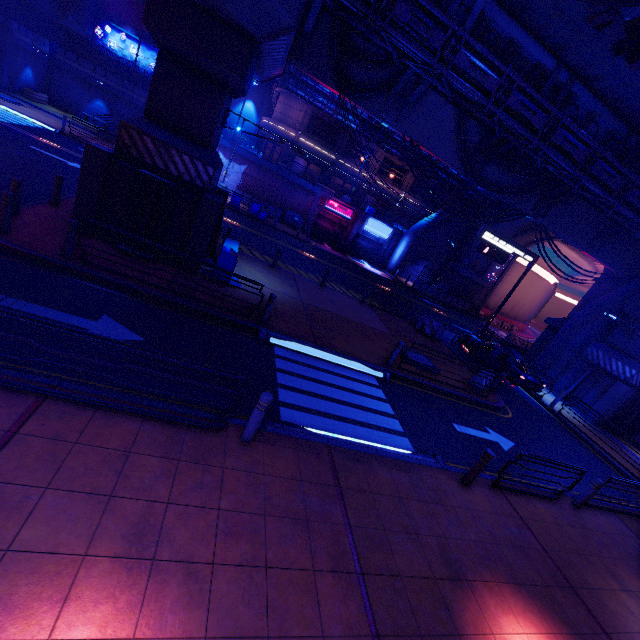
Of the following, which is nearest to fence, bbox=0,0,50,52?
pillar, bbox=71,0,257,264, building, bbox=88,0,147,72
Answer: building, bbox=88,0,147,72

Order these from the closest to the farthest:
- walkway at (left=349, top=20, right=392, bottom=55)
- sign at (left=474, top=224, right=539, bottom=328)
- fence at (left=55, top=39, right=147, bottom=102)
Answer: walkway at (left=349, top=20, right=392, bottom=55) < sign at (left=474, top=224, right=539, bottom=328) < fence at (left=55, top=39, right=147, bottom=102)

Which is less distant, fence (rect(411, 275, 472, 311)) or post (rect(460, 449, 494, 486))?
post (rect(460, 449, 494, 486))

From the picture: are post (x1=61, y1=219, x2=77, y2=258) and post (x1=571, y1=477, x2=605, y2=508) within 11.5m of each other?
no

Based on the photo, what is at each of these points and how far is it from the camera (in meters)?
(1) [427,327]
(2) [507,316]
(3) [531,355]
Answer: (1) fence, 19.23
(2) tunnel, 42.16
(3) wall arch, 25.38

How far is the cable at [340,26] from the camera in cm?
1206

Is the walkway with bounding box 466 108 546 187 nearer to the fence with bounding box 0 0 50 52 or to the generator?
the generator

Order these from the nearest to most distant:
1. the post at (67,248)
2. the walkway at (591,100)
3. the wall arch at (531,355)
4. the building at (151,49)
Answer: the post at (67,248)
the walkway at (591,100)
the wall arch at (531,355)
the building at (151,49)
